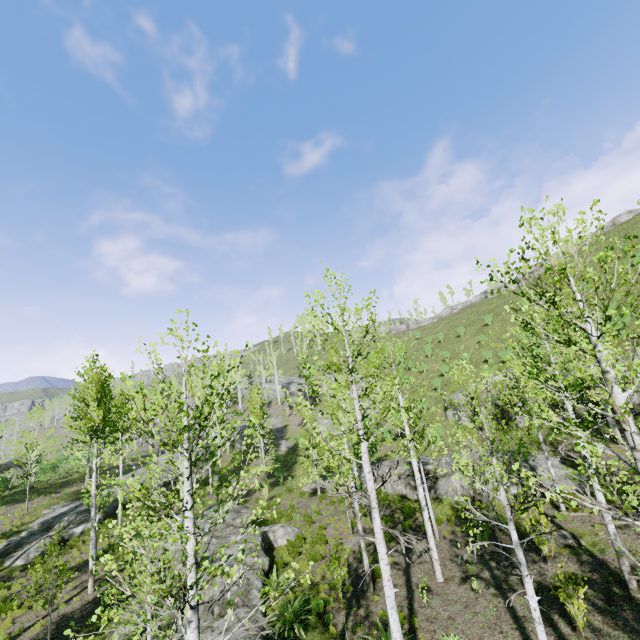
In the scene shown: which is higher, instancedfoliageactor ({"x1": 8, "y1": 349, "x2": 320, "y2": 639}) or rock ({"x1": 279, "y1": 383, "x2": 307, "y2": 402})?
rock ({"x1": 279, "y1": 383, "x2": 307, "y2": 402})

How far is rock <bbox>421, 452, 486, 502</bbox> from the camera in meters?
19.0 m

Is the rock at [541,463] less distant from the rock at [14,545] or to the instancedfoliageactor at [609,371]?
the instancedfoliageactor at [609,371]

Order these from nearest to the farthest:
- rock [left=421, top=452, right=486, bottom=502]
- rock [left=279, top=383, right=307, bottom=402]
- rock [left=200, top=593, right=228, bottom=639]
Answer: rock [left=200, top=593, right=228, bottom=639] < rock [left=421, top=452, right=486, bottom=502] < rock [left=279, top=383, right=307, bottom=402]

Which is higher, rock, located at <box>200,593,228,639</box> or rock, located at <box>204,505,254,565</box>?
rock, located at <box>204,505,254,565</box>

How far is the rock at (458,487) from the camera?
18.98m

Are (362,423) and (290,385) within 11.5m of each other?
no

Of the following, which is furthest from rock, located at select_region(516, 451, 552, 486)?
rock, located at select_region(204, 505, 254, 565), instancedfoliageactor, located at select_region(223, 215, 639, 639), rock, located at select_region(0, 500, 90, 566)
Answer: rock, located at select_region(0, 500, 90, 566)
